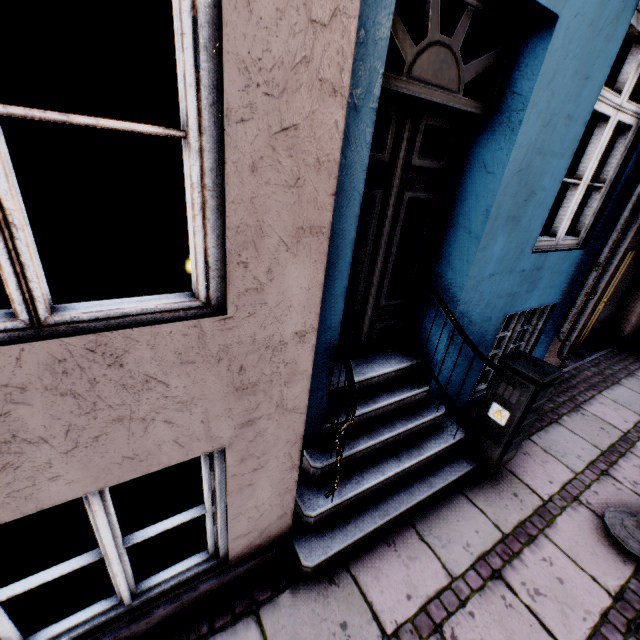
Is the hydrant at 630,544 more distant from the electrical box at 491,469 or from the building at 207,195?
the building at 207,195

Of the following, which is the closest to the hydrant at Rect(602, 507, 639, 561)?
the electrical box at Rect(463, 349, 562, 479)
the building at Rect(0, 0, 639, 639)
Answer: the electrical box at Rect(463, 349, 562, 479)

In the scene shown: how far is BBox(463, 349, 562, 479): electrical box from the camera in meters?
2.6 m

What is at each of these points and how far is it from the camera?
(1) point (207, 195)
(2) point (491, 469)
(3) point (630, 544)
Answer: (1) building, 1.0 meters
(2) electrical box, 3.1 meters
(3) hydrant, 2.7 meters

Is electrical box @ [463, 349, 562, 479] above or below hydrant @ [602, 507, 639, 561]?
above

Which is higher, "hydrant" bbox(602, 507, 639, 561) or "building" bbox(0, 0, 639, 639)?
"building" bbox(0, 0, 639, 639)
